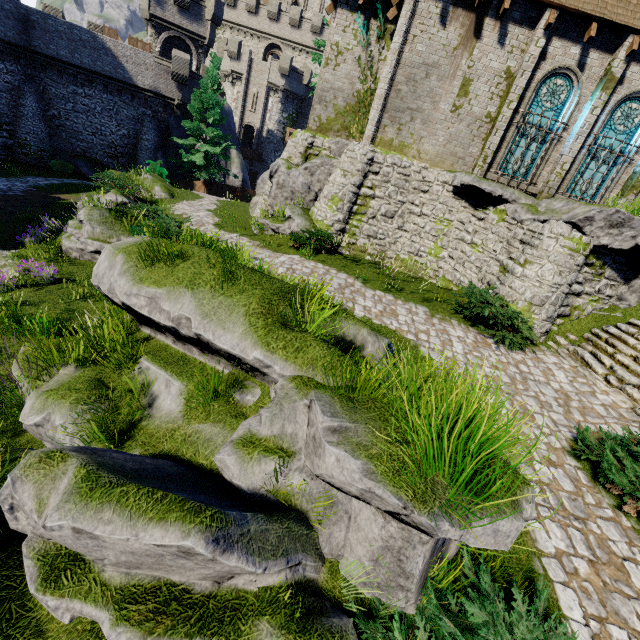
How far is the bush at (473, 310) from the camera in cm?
918

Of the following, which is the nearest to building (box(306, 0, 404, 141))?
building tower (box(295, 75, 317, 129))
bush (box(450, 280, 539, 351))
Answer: bush (box(450, 280, 539, 351))

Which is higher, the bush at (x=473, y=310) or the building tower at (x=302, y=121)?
the building tower at (x=302, y=121)

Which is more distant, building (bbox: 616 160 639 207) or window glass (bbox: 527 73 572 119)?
building (bbox: 616 160 639 207)

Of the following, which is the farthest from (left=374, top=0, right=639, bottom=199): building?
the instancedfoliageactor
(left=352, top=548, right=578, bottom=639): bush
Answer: the instancedfoliageactor

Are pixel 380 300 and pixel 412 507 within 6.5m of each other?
no

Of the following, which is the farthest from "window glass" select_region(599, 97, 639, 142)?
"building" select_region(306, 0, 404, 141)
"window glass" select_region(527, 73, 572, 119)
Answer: "window glass" select_region(527, 73, 572, 119)

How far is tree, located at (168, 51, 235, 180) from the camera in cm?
2490
